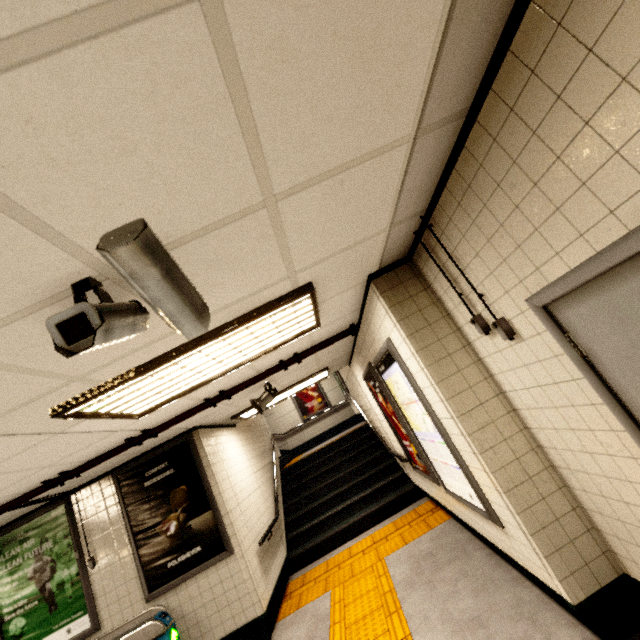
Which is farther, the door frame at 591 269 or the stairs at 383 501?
the stairs at 383 501

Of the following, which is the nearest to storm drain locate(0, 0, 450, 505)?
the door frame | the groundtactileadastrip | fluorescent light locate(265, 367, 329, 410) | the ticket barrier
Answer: fluorescent light locate(265, 367, 329, 410)

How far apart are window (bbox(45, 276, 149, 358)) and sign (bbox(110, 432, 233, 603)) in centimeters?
398cm

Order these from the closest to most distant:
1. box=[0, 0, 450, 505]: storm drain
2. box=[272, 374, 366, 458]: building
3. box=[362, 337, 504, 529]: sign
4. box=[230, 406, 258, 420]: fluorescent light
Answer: box=[0, 0, 450, 505]: storm drain → box=[362, 337, 504, 529]: sign → box=[230, 406, 258, 420]: fluorescent light → box=[272, 374, 366, 458]: building

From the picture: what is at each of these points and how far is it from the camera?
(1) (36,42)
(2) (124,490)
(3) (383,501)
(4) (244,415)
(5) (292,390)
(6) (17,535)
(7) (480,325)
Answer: (1) storm drain, 0.7m
(2) sign, 4.8m
(3) stairs, 6.5m
(4) fluorescent light, 6.2m
(5) fluorescent light, 6.3m
(6) sign, 4.6m
(7) exterior wiring, 2.2m

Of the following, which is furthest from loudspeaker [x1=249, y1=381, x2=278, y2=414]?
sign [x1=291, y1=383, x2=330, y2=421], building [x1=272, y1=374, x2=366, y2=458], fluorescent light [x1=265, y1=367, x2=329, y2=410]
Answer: sign [x1=291, y1=383, x2=330, y2=421]

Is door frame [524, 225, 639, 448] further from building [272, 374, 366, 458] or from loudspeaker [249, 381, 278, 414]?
building [272, 374, 366, 458]

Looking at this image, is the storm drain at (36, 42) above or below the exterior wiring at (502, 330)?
above
